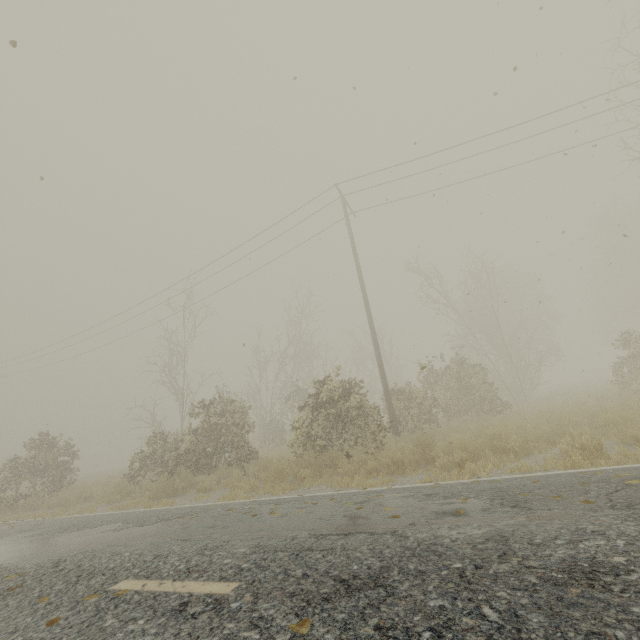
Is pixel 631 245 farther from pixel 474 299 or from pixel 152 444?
pixel 152 444

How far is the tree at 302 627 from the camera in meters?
2.0

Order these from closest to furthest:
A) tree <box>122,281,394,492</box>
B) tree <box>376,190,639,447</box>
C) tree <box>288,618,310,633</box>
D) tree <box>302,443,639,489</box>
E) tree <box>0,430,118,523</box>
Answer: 1. tree <box>288,618,310,633</box>
2. tree <box>302,443,639,489</box>
3. tree <box>122,281,394,492</box>
4. tree <box>0,430,118,523</box>
5. tree <box>376,190,639,447</box>

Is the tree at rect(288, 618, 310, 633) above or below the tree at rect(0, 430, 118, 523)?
below

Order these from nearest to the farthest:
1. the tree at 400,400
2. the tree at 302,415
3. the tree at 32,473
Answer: the tree at 302,415
the tree at 32,473
the tree at 400,400

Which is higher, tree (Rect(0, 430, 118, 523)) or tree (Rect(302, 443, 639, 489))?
tree (Rect(0, 430, 118, 523))

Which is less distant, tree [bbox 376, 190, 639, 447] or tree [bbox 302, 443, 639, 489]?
tree [bbox 302, 443, 639, 489]

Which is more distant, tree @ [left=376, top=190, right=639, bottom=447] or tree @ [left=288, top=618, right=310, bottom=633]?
tree @ [left=376, top=190, right=639, bottom=447]
